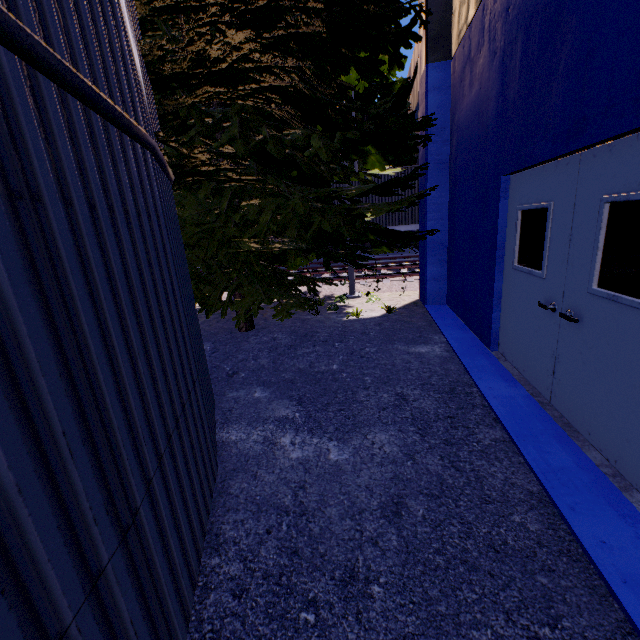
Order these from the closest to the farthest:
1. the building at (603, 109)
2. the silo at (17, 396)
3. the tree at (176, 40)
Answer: the silo at (17, 396) < the building at (603, 109) < the tree at (176, 40)

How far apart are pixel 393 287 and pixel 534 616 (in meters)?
8.90

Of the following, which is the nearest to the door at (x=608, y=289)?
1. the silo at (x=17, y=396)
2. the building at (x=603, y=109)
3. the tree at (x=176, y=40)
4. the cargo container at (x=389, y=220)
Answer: the building at (x=603, y=109)

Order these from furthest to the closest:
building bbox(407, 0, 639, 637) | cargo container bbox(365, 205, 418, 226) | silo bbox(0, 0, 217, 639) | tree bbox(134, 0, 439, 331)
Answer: cargo container bbox(365, 205, 418, 226) < tree bbox(134, 0, 439, 331) < building bbox(407, 0, 639, 637) < silo bbox(0, 0, 217, 639)

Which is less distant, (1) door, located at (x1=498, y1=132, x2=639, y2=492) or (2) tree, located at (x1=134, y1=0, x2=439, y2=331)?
(1) door, located at (x1=498, y1=132, x2=639, y2=492)

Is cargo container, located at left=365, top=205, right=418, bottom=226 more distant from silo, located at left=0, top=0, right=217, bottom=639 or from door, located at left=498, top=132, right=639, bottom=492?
silo, located at left=0, top=0, right=217, bottom=639

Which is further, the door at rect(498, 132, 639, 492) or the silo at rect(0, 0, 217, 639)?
the door at rect(498, 132, 639, 492)

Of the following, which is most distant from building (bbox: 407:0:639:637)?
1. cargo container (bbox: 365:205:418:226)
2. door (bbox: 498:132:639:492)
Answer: cargo container (bbox: 365:205:418:226)
